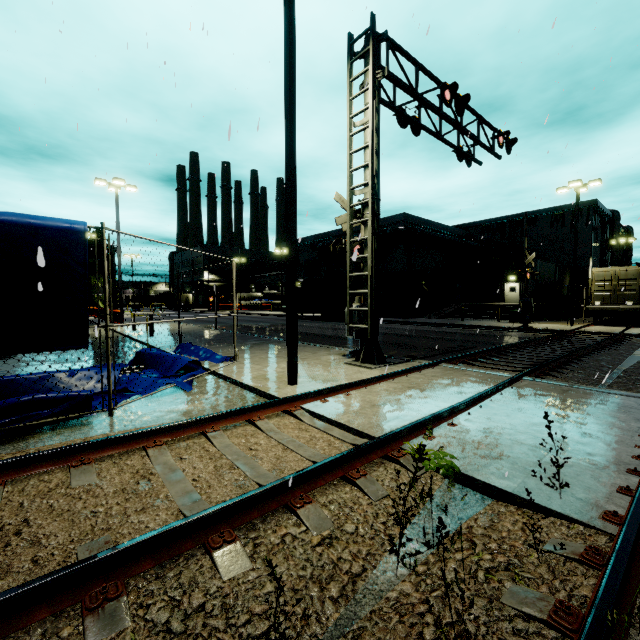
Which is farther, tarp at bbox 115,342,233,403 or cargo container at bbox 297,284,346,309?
cargo container at bbox 297,284,346,309

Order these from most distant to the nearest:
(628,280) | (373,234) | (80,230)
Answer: (628,280) < (373,234) < (80,230)

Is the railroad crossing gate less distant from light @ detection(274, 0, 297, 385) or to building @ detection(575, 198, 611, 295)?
building @ detection(575, 198, 611, 295)

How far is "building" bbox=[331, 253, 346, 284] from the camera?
40.25m

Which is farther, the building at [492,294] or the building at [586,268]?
the building at [586,268]

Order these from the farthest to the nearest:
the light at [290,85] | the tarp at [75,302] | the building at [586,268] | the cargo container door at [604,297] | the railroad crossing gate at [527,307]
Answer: the building at [586,268] < the cargo container door at [604,297] < the railroad crossing gate at [527,307] < the light at [290,85] < the tarp at [75,302]

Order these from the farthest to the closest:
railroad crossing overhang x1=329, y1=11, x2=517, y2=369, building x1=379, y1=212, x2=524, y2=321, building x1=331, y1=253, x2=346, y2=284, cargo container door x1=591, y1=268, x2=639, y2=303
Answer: building x1=331, y1=253, x2=346, y2=284, building x1=379, y1=212, x2=524, y2=321, cargo container door x1=591, y1=268, x2=639, y2=303, railroad crossing overhang x1=329, y1=11, x2=517, y2=369

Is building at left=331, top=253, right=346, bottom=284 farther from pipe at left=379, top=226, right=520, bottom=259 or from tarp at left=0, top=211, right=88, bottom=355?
tarp at left=0, top=211, right=88, bottom=355
